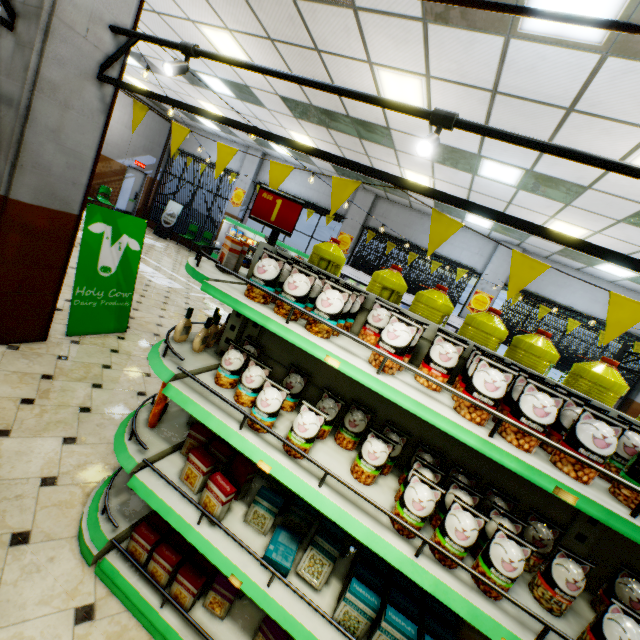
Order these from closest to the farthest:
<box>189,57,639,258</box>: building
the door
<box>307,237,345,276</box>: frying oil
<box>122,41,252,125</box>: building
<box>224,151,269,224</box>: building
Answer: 1. <box>307,237,345,276</box>: frying oil
2. <box>189,57,639,258</box>: building
3. <box>122,41,252,125</box>: building
4. <box>224,151,269,224</box>: building
5. the door

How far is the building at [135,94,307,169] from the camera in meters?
11.8 m

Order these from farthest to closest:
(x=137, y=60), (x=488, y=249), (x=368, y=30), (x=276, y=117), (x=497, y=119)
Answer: (x=488, y=249)
(x=137, y=60)
(x=276, y=117)
(x=497, y=119)
(x=368, y=30)

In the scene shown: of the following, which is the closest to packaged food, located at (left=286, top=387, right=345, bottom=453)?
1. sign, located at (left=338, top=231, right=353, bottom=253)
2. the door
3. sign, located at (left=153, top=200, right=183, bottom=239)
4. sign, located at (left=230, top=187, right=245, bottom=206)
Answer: sign, located at (left=338, top=231, right=353, bottom=253)

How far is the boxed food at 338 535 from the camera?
1.62m

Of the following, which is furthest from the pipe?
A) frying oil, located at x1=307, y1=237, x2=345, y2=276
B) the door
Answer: the door

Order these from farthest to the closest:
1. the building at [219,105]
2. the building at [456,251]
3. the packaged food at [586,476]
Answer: the building at [456,251] → the building at [219,105] → the packaged food at [586,476]

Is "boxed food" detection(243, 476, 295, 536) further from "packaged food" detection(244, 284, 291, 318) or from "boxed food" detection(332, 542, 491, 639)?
"packaged food" detection(244, 284, 291, 318)
